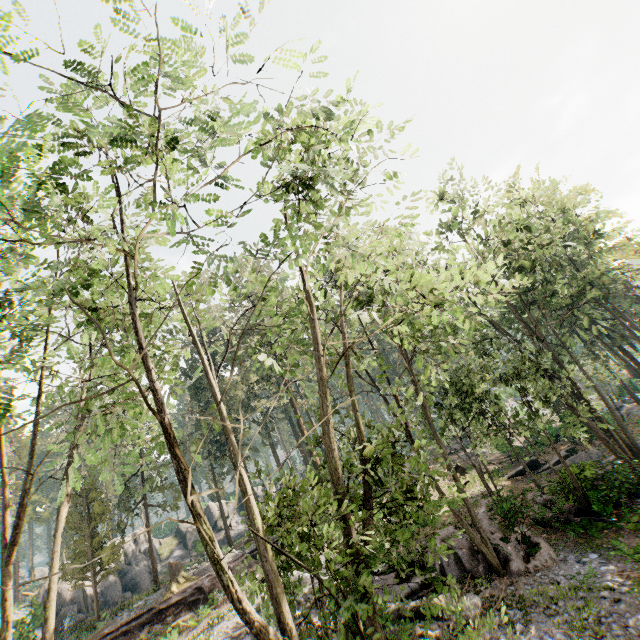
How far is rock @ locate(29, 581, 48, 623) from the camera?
28.0m

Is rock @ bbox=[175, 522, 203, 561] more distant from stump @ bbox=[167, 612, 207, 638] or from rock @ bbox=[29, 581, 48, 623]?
stump @ bbox=[167, 612, 207, 638]

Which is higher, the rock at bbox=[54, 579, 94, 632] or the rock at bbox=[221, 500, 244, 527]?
the rock at bbox=[221, 500, 244, 527]

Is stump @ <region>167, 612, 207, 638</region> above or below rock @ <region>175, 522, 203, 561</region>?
below

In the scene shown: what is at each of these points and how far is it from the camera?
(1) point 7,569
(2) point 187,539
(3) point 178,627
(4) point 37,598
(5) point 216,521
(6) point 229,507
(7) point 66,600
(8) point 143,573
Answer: (1) foliage, 10.13m
(2) rock, 41.72m
(3) stump, 17.42m
(4) rock, 34.16m
(5) rock, 44.97m
(6) rock, 48.12m
(7) rock, 30.98m
(8) rock, 35.31m

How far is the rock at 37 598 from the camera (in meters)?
27.98

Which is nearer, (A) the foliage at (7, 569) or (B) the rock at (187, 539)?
(A) the foliage at (7, 569)
